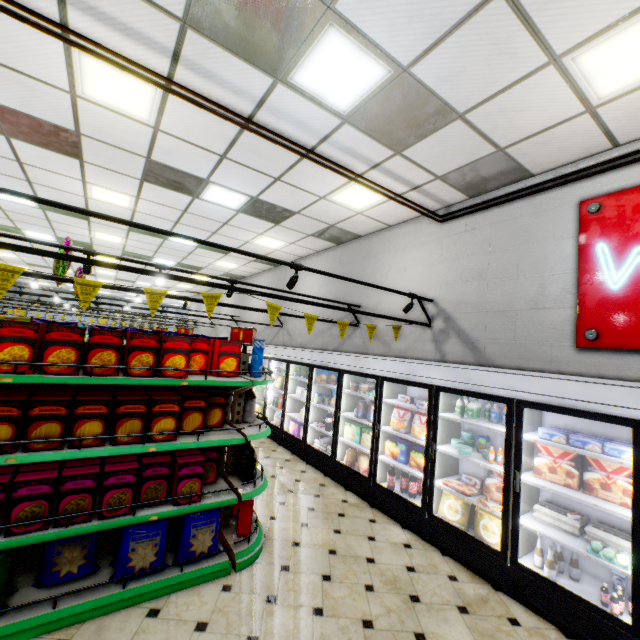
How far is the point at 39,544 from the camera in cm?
286

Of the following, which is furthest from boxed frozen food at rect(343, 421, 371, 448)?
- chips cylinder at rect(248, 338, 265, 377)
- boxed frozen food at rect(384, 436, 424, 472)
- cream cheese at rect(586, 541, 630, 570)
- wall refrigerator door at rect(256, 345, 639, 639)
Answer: cream cheese at rect(586, 541, 630, 570)

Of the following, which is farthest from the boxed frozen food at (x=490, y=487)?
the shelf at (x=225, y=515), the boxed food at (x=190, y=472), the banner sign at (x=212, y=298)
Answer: the banner sign at (x=212, y=298)

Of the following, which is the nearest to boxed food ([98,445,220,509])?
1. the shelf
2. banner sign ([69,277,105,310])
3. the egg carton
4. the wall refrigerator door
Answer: the shelf

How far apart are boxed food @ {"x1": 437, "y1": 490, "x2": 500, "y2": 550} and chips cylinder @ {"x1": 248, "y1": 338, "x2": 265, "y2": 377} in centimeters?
291cm

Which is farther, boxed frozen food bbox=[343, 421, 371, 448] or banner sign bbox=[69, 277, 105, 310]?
boxed frozen food bbox=[343, 421, 371, 448]

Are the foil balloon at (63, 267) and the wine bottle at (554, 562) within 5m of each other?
no

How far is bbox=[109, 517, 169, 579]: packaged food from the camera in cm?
282
